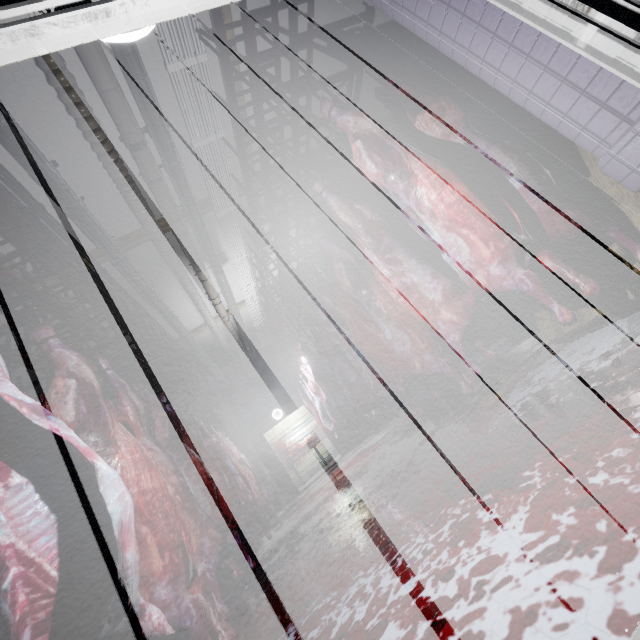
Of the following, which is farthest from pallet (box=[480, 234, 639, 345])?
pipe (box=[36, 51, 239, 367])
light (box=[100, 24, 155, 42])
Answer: pipe (box=[36, 51, 239, 367])

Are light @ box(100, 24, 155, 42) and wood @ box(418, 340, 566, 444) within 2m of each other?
no

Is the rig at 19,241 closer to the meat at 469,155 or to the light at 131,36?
the light at 131,36

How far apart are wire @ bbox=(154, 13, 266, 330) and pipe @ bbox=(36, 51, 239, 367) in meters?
0.8

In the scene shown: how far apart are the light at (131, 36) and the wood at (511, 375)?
2.8m

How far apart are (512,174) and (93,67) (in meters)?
3.43

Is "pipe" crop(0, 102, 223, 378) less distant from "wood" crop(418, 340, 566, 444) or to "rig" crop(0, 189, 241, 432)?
"rig" crop(0, 189, 241, 432)

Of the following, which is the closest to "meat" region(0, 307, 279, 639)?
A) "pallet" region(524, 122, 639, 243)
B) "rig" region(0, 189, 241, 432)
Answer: "rig" region(0, 189, 241, 432)
